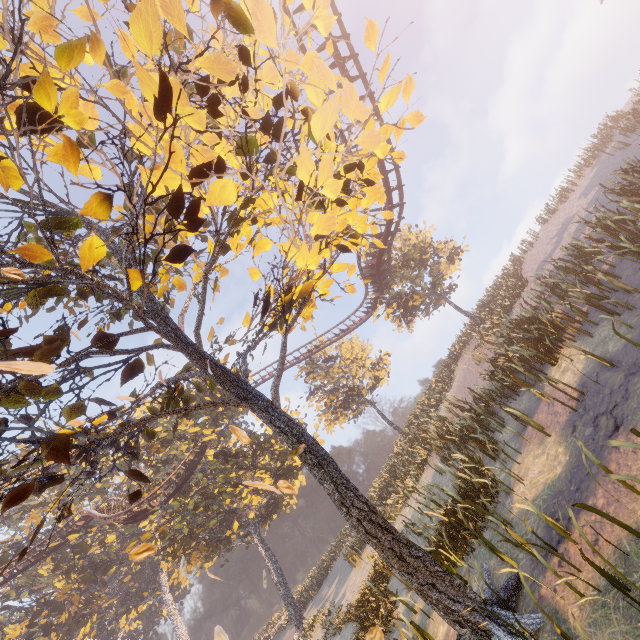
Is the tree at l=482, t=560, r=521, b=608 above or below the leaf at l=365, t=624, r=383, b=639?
below

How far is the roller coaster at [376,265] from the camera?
16.59m

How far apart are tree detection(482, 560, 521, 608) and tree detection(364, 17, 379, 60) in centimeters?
929cm

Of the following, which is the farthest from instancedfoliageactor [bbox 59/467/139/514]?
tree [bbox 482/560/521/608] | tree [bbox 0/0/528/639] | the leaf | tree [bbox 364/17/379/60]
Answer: tree [bbox 364/17/379/60]

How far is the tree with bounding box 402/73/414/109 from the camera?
5.5m

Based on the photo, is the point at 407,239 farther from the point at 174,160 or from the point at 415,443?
the point at 174,160

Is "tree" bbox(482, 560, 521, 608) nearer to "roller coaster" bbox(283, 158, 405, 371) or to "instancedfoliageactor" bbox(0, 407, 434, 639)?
"roller coaster" bbox(283, 158, 405, 371)

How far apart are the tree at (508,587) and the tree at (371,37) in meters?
9.3 m
